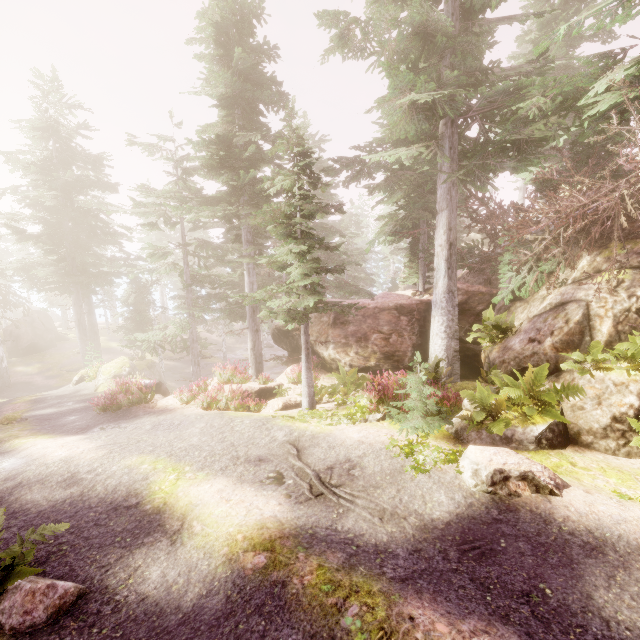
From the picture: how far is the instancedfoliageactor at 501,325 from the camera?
11.1m

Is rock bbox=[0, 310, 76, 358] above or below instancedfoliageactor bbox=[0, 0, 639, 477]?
below

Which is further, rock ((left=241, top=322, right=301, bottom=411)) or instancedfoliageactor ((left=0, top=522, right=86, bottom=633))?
rock ((left=241, top=322, right=301, bottom=411))

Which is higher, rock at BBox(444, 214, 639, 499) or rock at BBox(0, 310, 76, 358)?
rock at BBox(444, 214, 639, 499)

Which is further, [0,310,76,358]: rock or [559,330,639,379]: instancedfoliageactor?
[0,310,76,358]: rock

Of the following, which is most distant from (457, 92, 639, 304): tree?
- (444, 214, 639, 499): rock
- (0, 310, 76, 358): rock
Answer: (0, 310, 76, 358): rock

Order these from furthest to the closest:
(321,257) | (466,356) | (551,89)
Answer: (321,257) → (466,356) → (551,89)

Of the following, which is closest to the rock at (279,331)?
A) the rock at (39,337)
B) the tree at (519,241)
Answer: the tree at (519,241)
